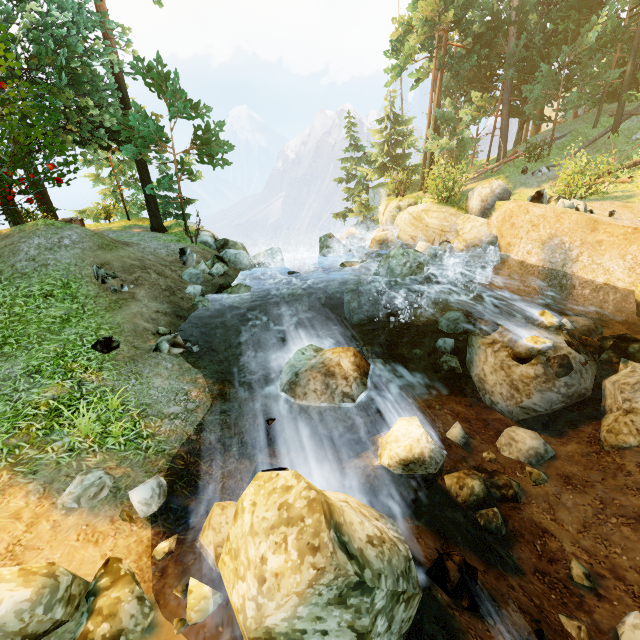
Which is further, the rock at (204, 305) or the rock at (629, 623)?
the rock at (204, 305)

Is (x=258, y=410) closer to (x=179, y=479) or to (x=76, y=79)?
(x=179, y=479)

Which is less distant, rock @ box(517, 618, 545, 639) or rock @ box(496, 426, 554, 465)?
rock @ box(517, 618, 545, 639)

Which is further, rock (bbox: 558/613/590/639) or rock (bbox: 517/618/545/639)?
rock (bbox: 558/613/590/639)

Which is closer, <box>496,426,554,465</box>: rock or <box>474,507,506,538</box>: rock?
<box>474,507,506,538</box>: rock

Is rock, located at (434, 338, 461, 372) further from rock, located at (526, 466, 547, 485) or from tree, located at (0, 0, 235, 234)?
tree, located at (0, 0, 235, 234)

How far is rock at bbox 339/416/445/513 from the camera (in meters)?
4.79

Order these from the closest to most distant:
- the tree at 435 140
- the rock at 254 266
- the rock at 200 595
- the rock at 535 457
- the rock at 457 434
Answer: the rock at 200 595
the rock at 535 457
the rock at 457 434
the rock at 254 266
the tree at 435 140
